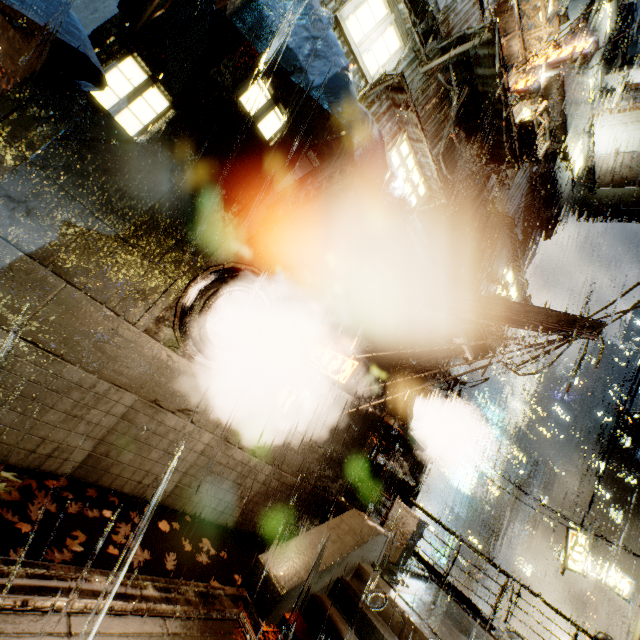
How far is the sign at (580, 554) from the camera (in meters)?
19.32

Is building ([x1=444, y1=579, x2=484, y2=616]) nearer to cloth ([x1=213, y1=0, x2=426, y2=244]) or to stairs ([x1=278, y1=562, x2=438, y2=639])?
cloth ([x1=213, y1=0, x2=426, y2=244])

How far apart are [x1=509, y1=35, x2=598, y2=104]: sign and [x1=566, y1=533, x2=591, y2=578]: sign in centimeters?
2502cm

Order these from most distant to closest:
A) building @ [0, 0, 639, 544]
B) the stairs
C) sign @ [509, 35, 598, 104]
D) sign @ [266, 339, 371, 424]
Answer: sign @ [509, 35, 598, 104] → sign @ [266, 339, 371, 424] → the stairs → building @ [0, 0, 639, 544]

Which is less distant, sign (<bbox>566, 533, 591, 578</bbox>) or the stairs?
the stairs

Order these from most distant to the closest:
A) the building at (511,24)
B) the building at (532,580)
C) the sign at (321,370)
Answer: the building at (532,580) → the sign at (321,370) → the building at (511,24)

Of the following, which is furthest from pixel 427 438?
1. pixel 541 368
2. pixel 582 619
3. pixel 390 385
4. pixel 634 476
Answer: pixel 582 619

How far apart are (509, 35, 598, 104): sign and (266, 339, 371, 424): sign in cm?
1175
